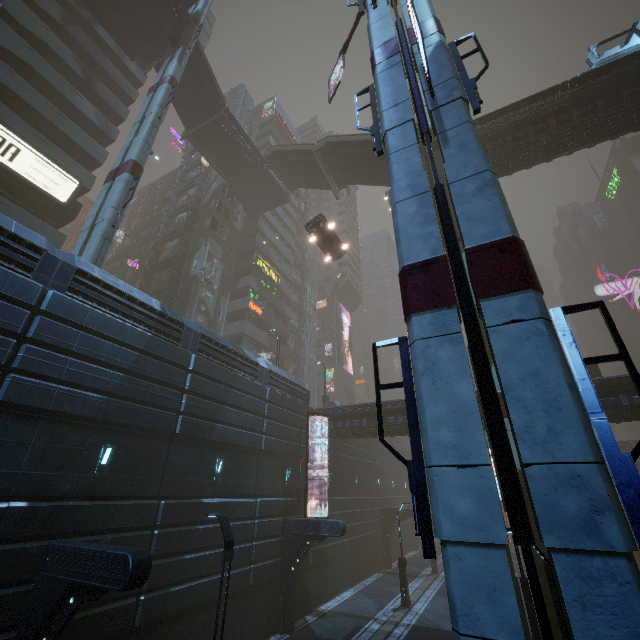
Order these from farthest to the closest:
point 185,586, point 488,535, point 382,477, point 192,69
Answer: point 382,477
point 192,69
point 185,586
point 488,535

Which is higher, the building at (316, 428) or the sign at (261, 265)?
the sign at (261, 265)

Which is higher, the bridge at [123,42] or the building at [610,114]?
the bridge at [123,42]

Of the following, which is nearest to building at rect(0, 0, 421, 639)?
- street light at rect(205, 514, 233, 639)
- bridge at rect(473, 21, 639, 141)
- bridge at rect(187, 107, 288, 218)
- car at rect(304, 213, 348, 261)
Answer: bridge at rect(473, 21, 639, 141)

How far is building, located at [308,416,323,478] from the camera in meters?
22.5

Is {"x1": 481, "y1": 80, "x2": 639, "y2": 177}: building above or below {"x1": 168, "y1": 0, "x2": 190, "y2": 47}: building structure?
below

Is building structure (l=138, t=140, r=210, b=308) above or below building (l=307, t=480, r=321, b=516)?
above

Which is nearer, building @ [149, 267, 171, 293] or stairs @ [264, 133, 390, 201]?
stairs @ [264, 133, 390, 201]
